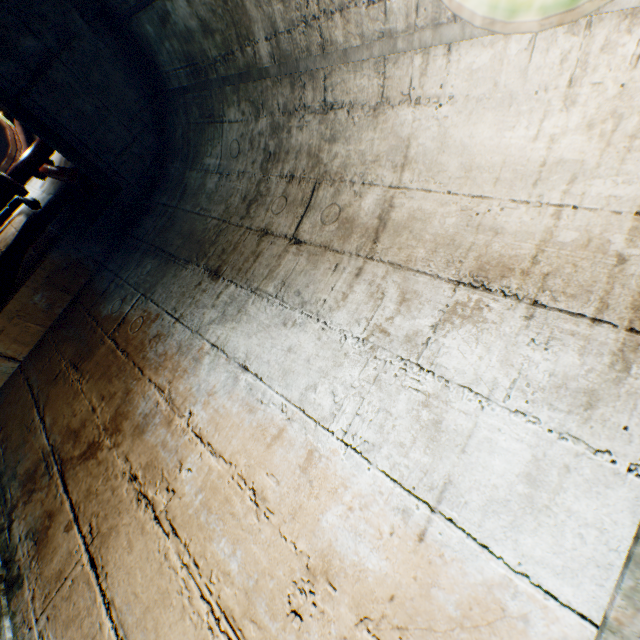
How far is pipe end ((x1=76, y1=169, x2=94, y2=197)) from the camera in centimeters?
322cm

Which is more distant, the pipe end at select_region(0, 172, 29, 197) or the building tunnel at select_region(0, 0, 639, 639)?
the pipe end at select_region(0, 172, 29, 197)

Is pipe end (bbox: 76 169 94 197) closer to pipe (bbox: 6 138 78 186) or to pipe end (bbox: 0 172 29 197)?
pipe (bbox: 6 138 78 186)

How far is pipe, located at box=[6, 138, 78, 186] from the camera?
3.9 meters

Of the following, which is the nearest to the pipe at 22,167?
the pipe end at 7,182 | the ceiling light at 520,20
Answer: A: the pipe end at 7,182

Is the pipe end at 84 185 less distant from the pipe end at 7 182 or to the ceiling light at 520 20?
the pipe end at 7 182

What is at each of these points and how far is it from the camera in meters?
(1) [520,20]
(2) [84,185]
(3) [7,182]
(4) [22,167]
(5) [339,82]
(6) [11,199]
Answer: (1) ceiling light, 0.6
(2) pipe end, 3.3
(3) pipe end, 4.3
(4) pipe, 4.4
(5) building tunnel, 1.5
(6) pipe, 4.5

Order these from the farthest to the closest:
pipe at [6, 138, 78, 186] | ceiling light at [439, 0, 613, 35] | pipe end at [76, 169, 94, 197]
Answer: pipe at [6, 138, 78, 186] < pipe end at [76, 169, 94, 197] < ceiling light at [439, 0, 613, 35]
